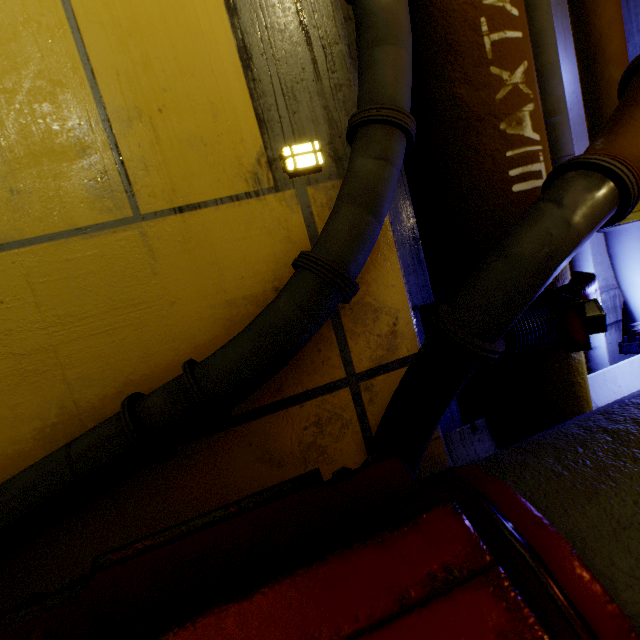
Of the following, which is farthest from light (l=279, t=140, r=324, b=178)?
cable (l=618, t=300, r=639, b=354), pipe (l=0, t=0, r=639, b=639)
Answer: cable (l=618, t=300, r=639, b=354)

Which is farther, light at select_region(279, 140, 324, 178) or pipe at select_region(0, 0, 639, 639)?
light at select_region(279, 140, 324, 178)

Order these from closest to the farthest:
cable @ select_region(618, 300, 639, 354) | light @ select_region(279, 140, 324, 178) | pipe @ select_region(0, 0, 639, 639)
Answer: pipe @ select_region(0, 0, 639, 639), light @ select_region(279, 140, 324, 178), cable @ select_region(618, 300, 639, 354)

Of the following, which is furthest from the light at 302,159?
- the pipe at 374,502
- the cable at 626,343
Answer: the cable at 626,343

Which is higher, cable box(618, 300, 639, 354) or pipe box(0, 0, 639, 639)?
pipe box(0, 0, 639, 639)

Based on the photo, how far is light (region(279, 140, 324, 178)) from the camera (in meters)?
1.54

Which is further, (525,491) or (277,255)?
(277,255)

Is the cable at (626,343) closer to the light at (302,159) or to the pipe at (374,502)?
the pipe at (374,502)
